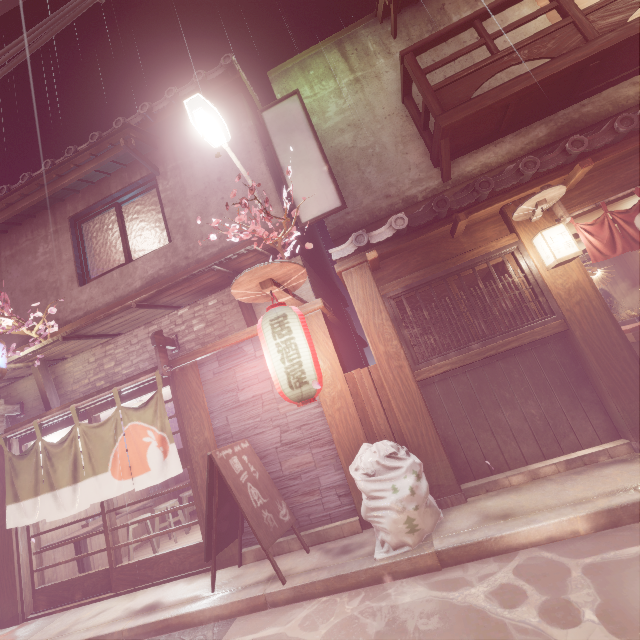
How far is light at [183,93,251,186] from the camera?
7.1 meters

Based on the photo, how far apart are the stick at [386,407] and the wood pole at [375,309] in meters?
0.0

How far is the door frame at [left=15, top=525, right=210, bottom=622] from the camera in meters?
8.2

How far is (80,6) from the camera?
7.6 meters

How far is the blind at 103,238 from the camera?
11.6m

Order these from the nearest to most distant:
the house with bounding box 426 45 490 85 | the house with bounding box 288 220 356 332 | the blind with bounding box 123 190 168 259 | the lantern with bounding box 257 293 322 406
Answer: the lantern with bounding box 257 293 322 406, the house with bounding box 288 220 356 332, the house with bounding box 426 45 490 85, the blind with bounding box 123 190 168 259

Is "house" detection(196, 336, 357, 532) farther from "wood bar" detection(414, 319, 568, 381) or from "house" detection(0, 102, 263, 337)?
"house" detection(0, 102, 263, 337)

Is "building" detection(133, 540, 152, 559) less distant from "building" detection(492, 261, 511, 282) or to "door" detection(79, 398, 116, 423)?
"door" detection(79, 398, 116, 423)
